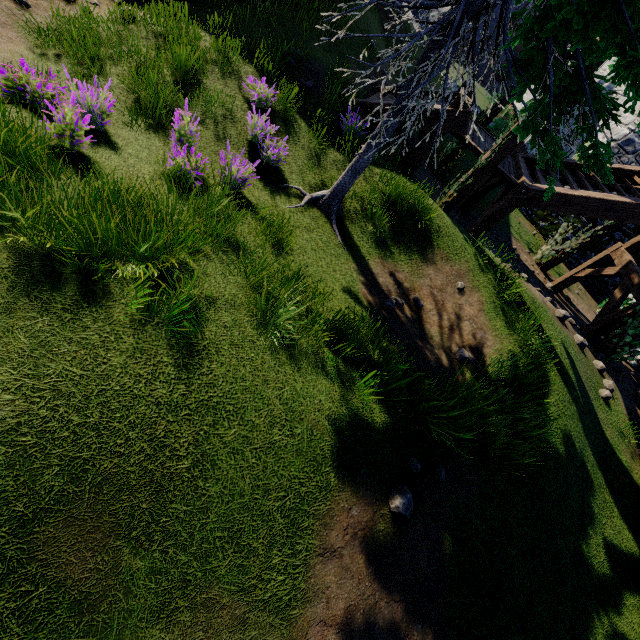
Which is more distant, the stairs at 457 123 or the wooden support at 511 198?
the wooden support at 511 198

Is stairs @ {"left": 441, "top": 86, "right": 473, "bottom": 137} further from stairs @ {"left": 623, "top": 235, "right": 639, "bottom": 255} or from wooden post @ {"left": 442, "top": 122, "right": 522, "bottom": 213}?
stairs @ {"left": 623, "top": 235, "right": 639, "bottom": 255}

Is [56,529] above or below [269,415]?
below

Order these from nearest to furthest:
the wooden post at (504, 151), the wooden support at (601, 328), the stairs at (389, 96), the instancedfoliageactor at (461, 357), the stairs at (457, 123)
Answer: the instancedfoliageactor at (461, 357), the wooden post at (504, 151), the stairs at (457, 123), the stairs at (389, 96), the wooden support at (601, 328)

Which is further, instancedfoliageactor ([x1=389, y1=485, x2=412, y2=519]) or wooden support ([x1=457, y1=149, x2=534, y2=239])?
wooden support ([x1=457, y1=149, x2=534, y2=239])

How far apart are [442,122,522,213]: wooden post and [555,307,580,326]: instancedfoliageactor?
4.2m

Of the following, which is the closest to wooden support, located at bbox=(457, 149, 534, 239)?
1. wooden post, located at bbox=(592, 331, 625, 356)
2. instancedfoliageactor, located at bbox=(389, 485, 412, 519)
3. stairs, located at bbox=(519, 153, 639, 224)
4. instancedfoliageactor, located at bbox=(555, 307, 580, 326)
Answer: stairs, located at bbox=(519, 153, 639, 224)

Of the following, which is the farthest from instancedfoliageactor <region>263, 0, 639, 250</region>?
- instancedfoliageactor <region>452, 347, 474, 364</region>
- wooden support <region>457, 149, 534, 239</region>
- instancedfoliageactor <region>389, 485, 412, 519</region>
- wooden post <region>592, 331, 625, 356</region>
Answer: wooden post <region>592, 331, 625, 356</region>
